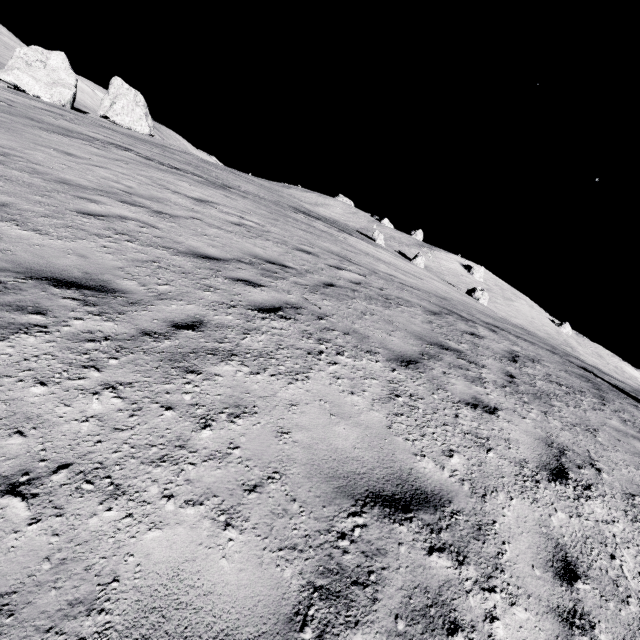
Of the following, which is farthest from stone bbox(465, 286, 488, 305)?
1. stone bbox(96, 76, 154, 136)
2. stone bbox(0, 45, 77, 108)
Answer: stone bbox(0, 45, 77, 108)

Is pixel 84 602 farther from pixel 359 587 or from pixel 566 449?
pixel 566 449

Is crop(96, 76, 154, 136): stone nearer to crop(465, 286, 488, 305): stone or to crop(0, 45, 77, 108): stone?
crop(0, 45, 77, 108): stone

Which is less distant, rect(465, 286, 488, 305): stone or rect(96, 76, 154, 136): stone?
rect(465, 286, 488, 305): stone

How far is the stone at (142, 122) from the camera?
45.75m

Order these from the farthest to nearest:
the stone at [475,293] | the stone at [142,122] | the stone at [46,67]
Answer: the stone at [142,122], the stone at [475,293], the stone at [46,67]

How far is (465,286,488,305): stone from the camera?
43.6 meters

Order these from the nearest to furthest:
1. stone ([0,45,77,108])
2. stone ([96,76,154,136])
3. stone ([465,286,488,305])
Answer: stone ([0,45,77,108]) → stone ([465,286,488,305]) → stone ([96,76,154,136])
